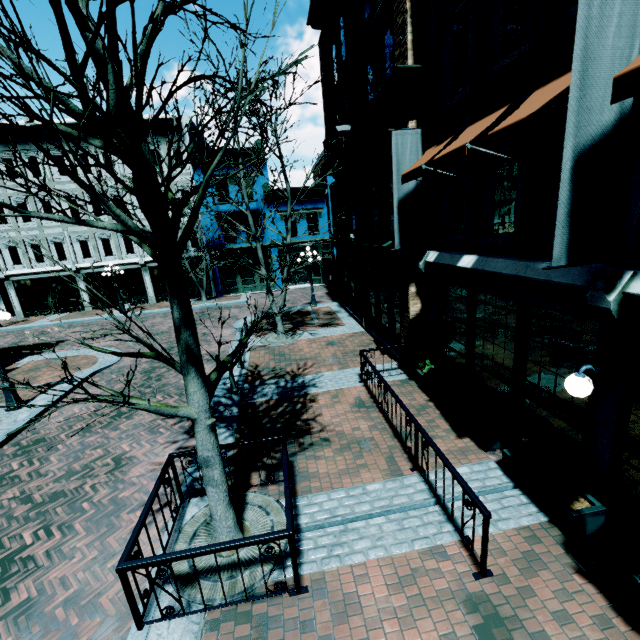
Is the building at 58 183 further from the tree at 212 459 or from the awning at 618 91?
the awning at 618 91

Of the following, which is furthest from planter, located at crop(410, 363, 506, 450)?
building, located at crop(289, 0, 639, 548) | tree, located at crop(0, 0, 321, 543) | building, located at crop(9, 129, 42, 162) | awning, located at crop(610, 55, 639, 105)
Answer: building, located at crop(9, 129, 42, 162)

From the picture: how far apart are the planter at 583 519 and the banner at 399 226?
5.2 meters

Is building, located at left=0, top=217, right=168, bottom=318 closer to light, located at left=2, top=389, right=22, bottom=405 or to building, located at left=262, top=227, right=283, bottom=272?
building, located at left=262, top=227, right=283, bottom=272

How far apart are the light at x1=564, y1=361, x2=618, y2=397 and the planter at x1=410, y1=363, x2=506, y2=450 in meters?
2.4 m

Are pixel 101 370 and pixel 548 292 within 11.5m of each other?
no

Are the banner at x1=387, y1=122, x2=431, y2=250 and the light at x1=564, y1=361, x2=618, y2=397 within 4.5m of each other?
no

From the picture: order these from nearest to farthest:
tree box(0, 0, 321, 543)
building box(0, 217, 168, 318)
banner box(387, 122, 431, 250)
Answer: tree box(0, 0, 321, 543)
banner box(387, 122, 431, 250)
building box(0, 217, 168, 318)
